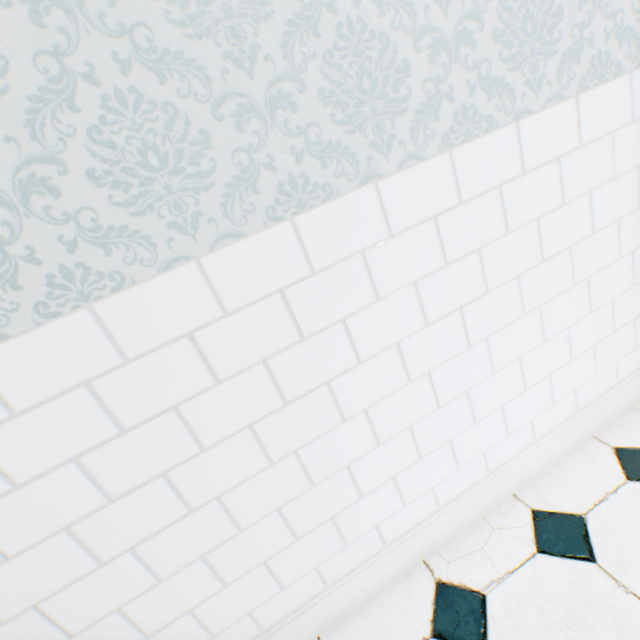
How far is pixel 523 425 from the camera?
1.1 meters
